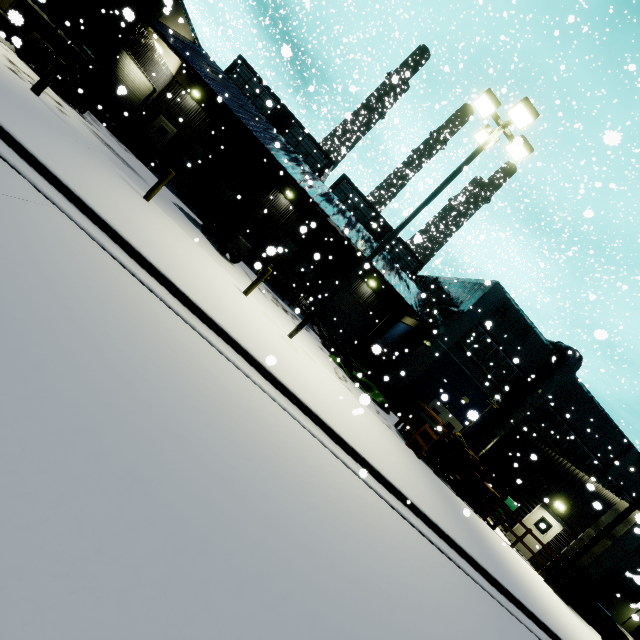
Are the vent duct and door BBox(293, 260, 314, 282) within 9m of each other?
yes

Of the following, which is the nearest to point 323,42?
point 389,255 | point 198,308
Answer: point 389,255

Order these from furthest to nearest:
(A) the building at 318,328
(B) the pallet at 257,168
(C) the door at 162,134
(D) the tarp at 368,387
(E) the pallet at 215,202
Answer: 1. (C) the door at 162,134
2. (A) the building at 318,328
3. (E) the pallet at 215,202
4. (D) the tarp at 368,387
5. (B) the pallet at 257,168

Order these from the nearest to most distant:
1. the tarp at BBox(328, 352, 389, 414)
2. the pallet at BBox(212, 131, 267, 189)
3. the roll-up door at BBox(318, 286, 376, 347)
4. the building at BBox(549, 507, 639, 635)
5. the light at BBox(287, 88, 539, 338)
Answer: the light at BBox(287, 88, 539, 338), the building at BBox(549, 507, 639, 635), the pallet at BBox(212, 131, 267, 189), the tarp at BBox(328, 352, 389, 414), the roll-up door at BBox(318, 286, 376, 347)

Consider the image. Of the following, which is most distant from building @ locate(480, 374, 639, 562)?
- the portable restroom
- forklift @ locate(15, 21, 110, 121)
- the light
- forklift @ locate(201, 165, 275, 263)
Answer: the light

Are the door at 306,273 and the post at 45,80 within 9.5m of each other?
no

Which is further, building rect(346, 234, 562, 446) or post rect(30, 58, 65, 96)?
building rect(346, 234, 562, 446)

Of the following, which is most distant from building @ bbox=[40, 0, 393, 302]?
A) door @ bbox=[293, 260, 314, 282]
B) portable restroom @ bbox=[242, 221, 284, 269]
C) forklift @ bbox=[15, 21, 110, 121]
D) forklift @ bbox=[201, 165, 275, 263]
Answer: forklift @ bbox=[201, 165, 275, 263]
